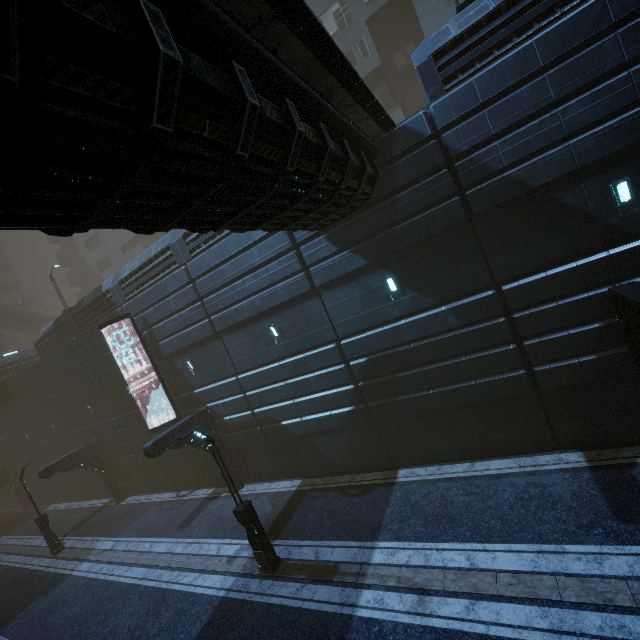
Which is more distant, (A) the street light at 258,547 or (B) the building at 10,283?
(B) the building at 10,283

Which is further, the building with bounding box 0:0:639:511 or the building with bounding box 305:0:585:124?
the building with bounding box 305:0:585:124

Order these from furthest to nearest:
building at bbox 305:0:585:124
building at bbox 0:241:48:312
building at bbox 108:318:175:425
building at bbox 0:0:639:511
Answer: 1. building at bbox 0:241:48:312
2. building at bbox 108:318:175:425
3. building at bbox 305:0:585:124
4. building at bbox 0:0:639:511

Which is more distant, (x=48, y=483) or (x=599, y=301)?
(x=48, y=483)

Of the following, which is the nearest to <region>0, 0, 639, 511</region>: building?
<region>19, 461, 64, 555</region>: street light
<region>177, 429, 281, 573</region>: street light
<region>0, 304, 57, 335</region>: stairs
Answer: <region>19, 461, 64, 555</region>: street light

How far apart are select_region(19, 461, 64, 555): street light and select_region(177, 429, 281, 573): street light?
16.7m

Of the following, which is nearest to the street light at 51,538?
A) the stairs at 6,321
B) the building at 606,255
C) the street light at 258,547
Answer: the building at 606,255

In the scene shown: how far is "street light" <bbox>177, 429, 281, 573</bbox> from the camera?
10.62m
